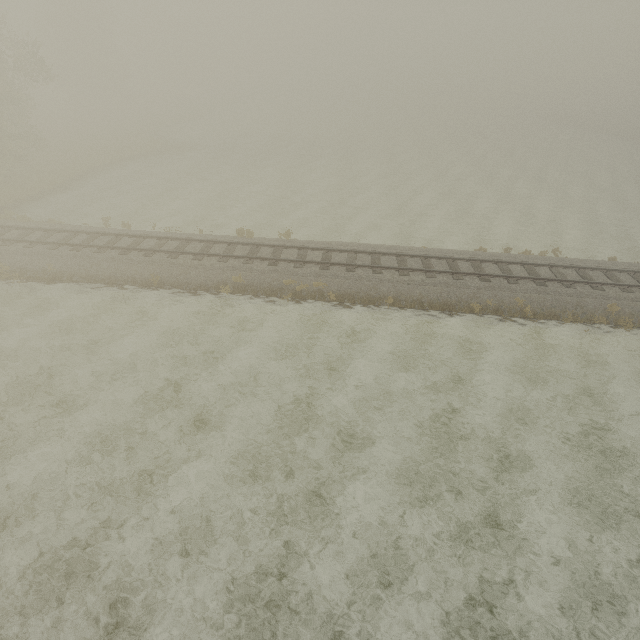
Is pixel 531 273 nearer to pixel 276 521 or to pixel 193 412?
pixel 276 521
